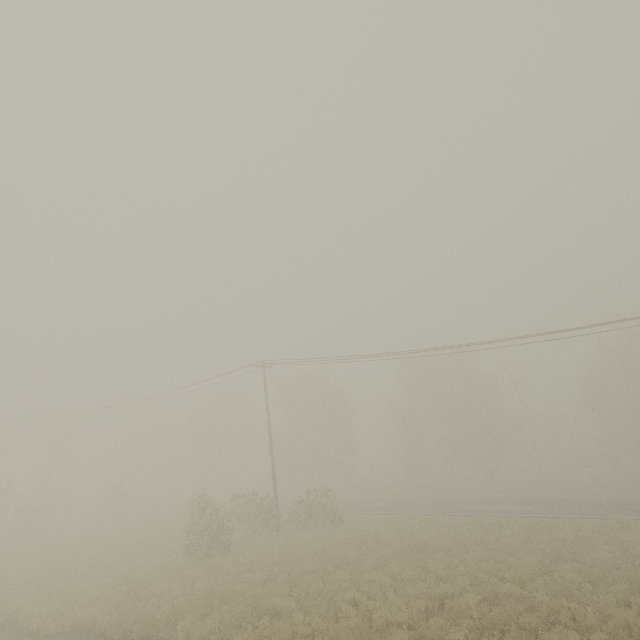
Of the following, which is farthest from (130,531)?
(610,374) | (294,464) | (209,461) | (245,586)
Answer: (610,374)
